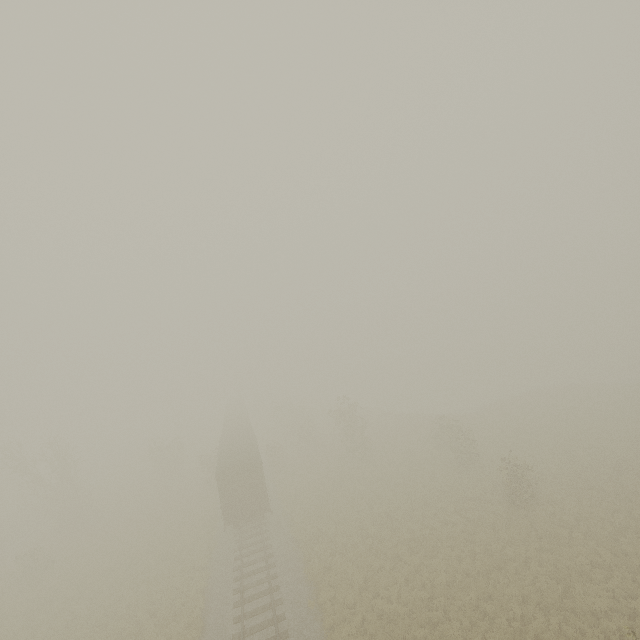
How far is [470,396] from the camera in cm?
5416

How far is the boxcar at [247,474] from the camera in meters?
23.3 m

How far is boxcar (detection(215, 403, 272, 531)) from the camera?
23.30m
